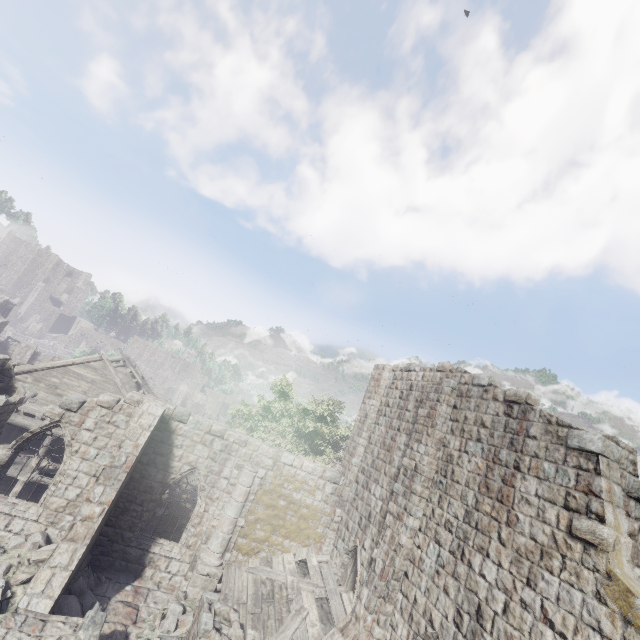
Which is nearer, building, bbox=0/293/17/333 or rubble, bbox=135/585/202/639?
rubble, bbox=135/585/202/639

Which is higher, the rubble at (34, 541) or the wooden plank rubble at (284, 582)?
the wooden plank rubble at (284, 582)

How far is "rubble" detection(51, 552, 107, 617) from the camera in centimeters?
927cm

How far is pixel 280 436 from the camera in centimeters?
2120cm

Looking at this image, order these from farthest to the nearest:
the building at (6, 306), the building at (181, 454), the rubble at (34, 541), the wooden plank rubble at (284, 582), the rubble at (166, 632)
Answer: the building at (6, 306)
the wooden plank rubble at (284, 582)
the rubble at (166, 632)
the rubble at (34, 541)
the building at (181, 454)

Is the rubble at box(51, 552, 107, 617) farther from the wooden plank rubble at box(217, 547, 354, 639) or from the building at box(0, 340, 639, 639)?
the wooden plank rubble at box(217, 547, 354, 639)

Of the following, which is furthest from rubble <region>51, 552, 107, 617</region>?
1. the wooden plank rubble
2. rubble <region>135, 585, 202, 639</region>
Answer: the wooden plank rubble

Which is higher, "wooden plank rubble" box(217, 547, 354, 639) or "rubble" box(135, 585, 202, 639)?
"wooden plank rubble" box(217, 547, 354, 639)
